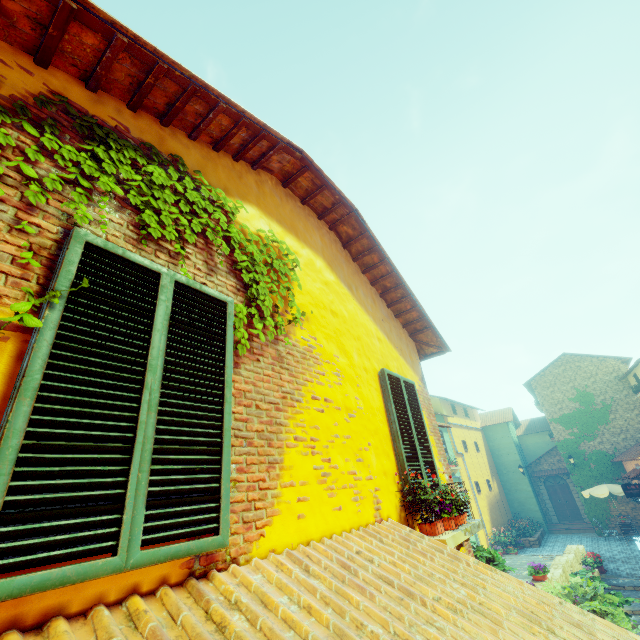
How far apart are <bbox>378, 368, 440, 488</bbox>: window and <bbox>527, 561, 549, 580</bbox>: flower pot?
7.9 meters

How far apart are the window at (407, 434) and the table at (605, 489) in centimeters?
2118cm

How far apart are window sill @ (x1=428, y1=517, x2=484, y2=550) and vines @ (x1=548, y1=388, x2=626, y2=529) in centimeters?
2350cm

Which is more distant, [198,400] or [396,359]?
[396,359]

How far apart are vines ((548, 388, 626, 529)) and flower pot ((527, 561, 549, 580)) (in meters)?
15.39

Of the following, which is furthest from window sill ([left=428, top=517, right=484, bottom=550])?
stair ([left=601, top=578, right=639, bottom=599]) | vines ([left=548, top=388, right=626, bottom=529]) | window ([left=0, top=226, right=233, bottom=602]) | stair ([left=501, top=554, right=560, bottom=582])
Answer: vines ([left=548, top=388, right=626, bottom=529])

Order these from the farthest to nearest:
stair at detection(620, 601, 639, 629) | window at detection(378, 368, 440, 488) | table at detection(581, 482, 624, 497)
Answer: table at detection(581, 482, 624, 497) < stair at detection(620, 601, 639, 629) < window at detection(378, 368, 440, 488)

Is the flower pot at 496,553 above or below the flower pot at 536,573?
above
